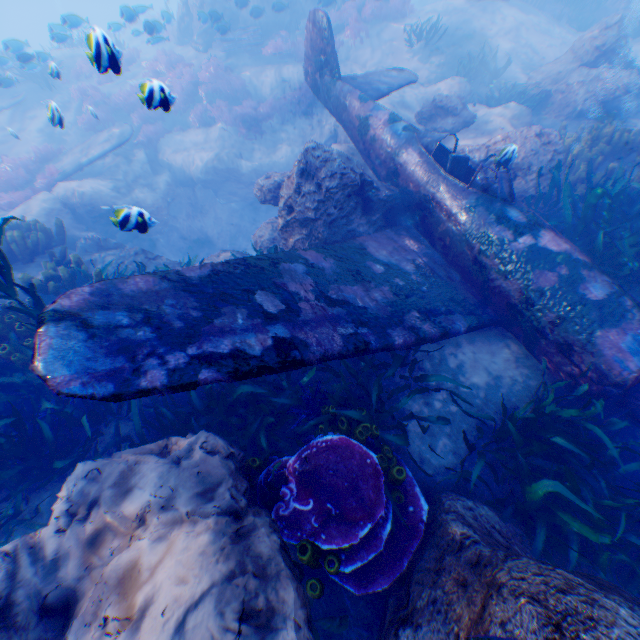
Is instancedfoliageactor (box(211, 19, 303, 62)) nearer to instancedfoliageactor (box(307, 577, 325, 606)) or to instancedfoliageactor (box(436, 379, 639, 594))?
instancedfoliageactor (box(307, 577, 325, 606))

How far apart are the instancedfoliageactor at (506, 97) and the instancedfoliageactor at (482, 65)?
1.1m

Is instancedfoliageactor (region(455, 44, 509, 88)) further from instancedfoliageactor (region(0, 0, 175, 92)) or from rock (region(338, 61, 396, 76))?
instancedfoliageactor (region(0, 0, 175, 92))

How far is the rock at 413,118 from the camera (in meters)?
6.85

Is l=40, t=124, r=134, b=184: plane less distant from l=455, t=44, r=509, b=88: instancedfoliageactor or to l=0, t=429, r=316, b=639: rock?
l=0, t=429, r=316, b=639: rock

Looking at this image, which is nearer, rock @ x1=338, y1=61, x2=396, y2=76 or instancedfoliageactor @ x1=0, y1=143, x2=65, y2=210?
instancedfoliageactor @ x1=0, y1=143, x2=65, y2=210

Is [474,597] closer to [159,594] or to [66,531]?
[159,594]
